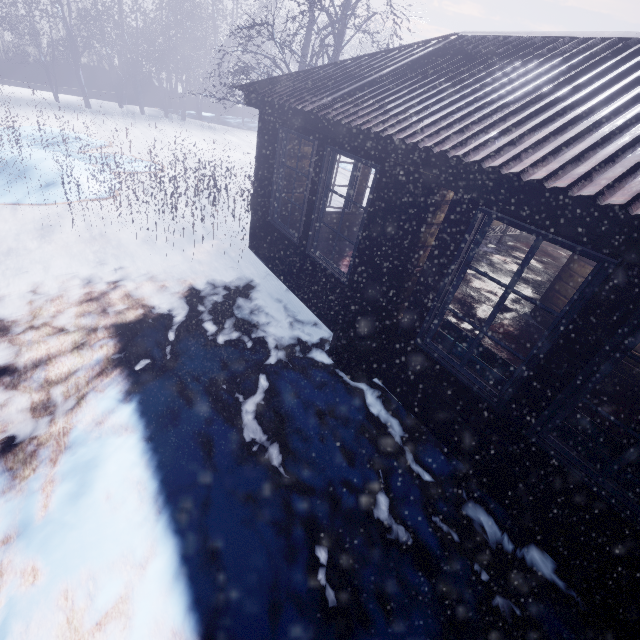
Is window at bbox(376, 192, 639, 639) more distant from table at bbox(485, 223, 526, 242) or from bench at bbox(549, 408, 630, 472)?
table at bbox(485, 223, 526, 242)

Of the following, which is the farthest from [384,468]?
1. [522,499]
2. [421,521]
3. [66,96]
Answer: [66,96]

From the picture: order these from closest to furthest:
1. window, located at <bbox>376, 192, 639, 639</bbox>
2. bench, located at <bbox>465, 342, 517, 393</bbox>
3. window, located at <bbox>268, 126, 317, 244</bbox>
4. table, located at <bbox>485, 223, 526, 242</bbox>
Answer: window, located at <bbox>376, 192, 639, 639</bbox> < bench, located at <bbox>465, 342, 517, 393</bbox> < window, located at <bbox>268, 126, 317, 244</bbox> < table, located at <bbox>485, 223, 526, 242</bbox>

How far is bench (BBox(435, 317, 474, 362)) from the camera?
2.87m

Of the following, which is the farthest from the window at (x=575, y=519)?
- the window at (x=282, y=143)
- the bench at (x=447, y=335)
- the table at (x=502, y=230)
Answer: the table at (x=502, y=230)

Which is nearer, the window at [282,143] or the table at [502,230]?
the window at [282,143]

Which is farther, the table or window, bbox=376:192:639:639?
the table
